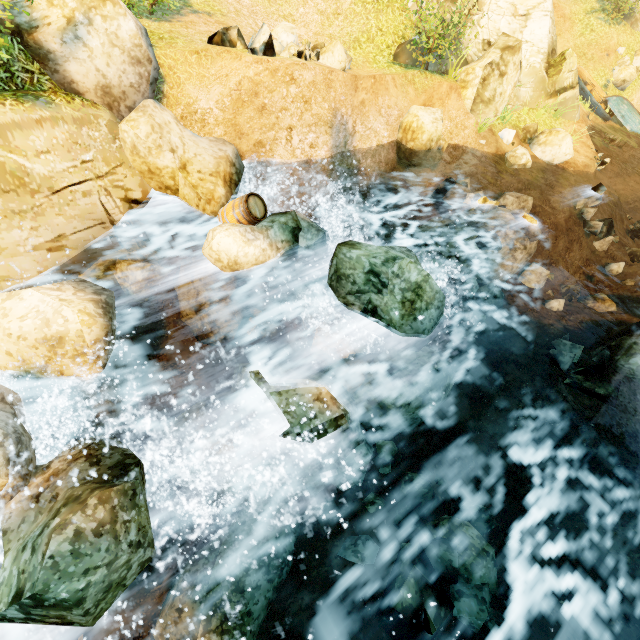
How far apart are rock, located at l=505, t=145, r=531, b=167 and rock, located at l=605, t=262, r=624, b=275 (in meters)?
4.79

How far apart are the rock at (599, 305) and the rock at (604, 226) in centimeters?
248cm

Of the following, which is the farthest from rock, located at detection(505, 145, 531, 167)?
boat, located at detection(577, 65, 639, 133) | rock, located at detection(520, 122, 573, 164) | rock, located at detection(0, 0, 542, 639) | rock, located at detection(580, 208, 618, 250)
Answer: boat, located at detection(577, 65, 639, 133)

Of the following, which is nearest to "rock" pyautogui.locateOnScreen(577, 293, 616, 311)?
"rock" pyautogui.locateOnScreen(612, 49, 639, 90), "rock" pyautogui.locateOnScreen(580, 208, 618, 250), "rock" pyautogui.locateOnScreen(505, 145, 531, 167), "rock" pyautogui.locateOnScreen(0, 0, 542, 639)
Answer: "rock" pyautogui.locateOnScreen(580, 208, 618, 250)

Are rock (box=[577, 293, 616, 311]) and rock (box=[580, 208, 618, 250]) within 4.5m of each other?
yes

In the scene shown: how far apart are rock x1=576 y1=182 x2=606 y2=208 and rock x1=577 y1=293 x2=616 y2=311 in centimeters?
382cm

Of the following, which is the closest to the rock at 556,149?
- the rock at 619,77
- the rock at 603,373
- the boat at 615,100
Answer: the rock at 603,373

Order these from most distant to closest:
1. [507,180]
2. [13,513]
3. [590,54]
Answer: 1. [590,54]
2. [507,180]
3. [13,513]
